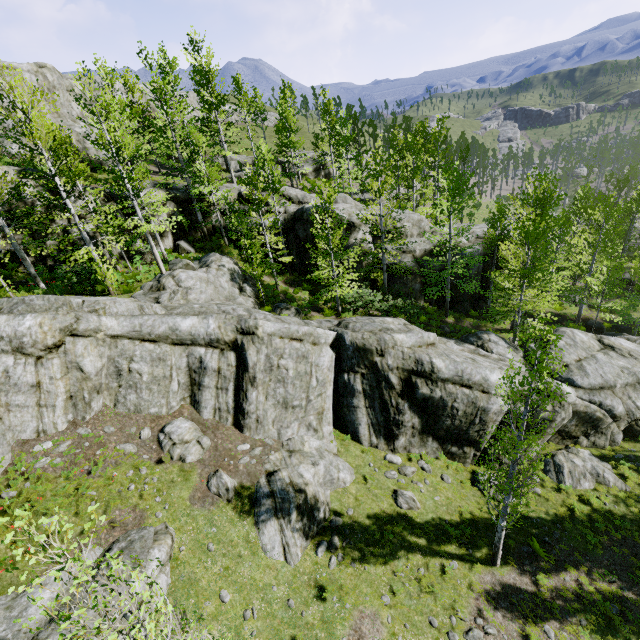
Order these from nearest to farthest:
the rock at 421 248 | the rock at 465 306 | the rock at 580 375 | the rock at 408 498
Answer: the rock at 408 498 → the rock at 580 375 → the rock at 421 248 → the rock at 465 306

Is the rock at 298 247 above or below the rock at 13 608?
above

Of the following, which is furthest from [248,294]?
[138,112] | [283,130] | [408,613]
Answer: [138,112]

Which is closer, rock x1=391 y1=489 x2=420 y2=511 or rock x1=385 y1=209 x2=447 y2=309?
rock x1=391 y1=489 x2=420 y2=511

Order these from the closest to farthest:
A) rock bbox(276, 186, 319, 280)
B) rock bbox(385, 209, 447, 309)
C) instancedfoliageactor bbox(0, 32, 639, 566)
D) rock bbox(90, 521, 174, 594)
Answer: rock bbox(90, 521, 174, 594), instancedfoliageactor bbox(0, 32, 639, 566), rock bbox(276, 186, 319, 280), rock bbox(385, 209, 447, 309)

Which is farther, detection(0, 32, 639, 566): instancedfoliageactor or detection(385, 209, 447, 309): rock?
detection(385, 209, 447, 309): rock
